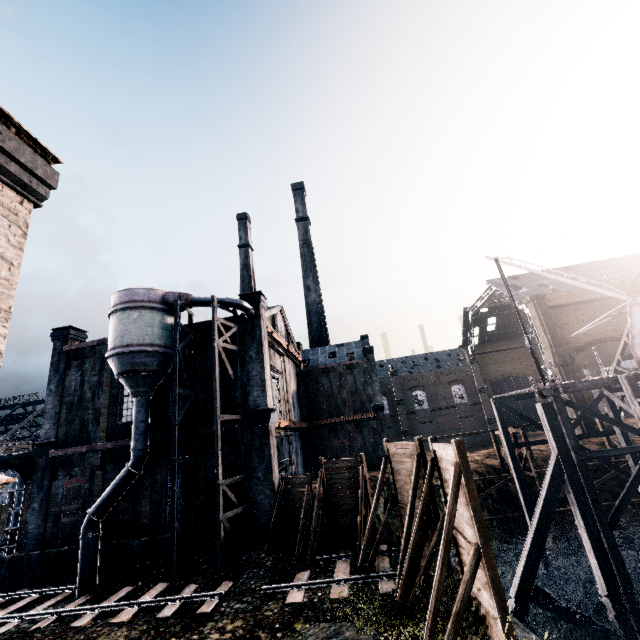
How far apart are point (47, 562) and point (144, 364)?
13.69m

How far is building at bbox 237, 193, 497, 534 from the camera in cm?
2141

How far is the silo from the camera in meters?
17.5

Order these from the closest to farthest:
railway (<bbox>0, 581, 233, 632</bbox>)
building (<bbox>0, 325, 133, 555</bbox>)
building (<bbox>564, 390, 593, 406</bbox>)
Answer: railway (<bbox>0, 581, 233, 632</bbox>), building (<bbox>0, 325, 133, 555</bbox>), building (<bbox>564, 390, 593, 406</bbox>)

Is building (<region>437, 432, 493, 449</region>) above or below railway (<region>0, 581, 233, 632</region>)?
above

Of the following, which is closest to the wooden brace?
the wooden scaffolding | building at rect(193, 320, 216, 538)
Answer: the wooden scaffolding

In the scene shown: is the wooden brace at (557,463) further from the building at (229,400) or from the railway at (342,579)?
the building at (229,400)

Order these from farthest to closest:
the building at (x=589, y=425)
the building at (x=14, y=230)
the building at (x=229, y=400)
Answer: the building at (x=589, y=425)
the building at (x=229, y=400)
the building at (x=14, y=230)
